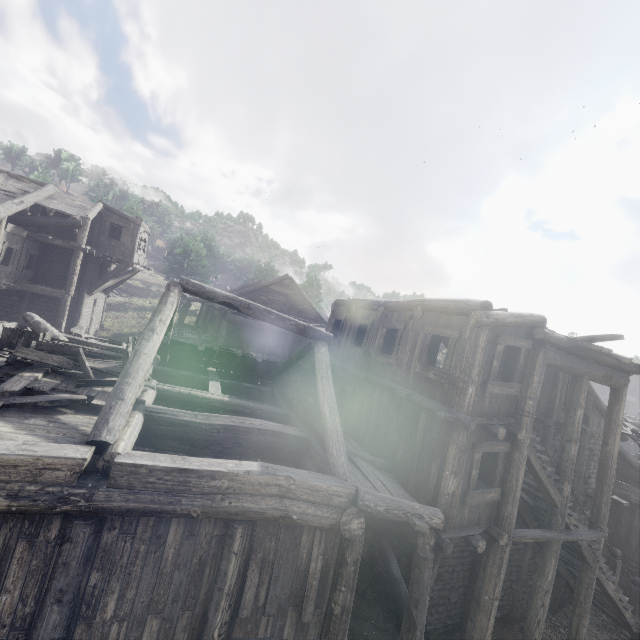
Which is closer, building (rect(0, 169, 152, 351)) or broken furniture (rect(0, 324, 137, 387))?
broken furniture (rect(0, 324, 137, 387))

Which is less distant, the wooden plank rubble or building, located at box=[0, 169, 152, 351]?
the wooden plank rubble

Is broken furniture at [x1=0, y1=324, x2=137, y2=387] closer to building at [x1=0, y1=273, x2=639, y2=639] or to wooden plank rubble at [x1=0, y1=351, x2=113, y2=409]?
wooden plank rubble at [x1=0, y1=351, x2=113, y2=409]

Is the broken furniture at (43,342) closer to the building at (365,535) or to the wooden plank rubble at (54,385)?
the wooden plank rubble at (54,385)

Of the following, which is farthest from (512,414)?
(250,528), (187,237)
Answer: (187,237)

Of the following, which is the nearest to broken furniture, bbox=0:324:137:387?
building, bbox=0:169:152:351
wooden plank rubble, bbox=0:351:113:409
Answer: wooden plank rubble, bbox=0:351:113:409

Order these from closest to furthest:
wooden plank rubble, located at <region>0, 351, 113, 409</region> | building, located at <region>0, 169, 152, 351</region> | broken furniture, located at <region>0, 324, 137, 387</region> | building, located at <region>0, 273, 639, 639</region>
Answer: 1. building, located at <region>0, 273, 639, 639</region>
2. wooden plank rubble, located at <region>0, 351, 113, 409</region>
3. broken furniture, located at <region>0, 324, 137, 387</region>
4. building, located at <region>0, 169, 152, 351</region>

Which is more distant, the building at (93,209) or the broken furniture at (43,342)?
the building at (93,209)
